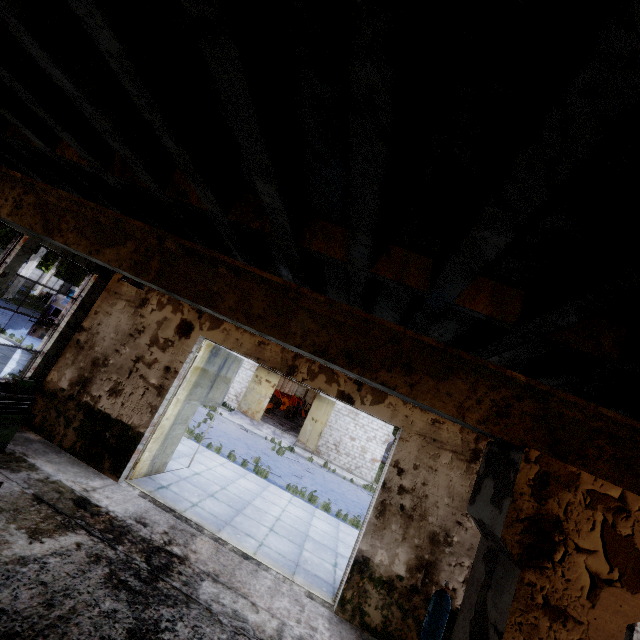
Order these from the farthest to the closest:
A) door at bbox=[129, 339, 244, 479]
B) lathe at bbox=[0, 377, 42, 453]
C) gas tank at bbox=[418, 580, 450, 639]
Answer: door at bbox=[129, 339, 244, 479] → lathe at bbox=[0, 377, 42, 453] → gas tank at bbox=[418, 580, 450, 639]

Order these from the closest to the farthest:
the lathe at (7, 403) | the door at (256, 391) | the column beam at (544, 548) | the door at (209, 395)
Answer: the column beam at (544, 548) → the lathe at (7, 403) → the door at (209, 395) → the door at (256, 391)

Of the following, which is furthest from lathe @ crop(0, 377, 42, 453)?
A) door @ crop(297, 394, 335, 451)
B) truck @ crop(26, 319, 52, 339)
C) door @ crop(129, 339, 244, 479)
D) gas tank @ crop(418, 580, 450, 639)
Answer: door @ crop(297, 394, 335, 451)

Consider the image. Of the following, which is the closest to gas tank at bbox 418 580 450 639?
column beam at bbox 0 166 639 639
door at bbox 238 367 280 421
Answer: column beam at bbox 0 166 639 639

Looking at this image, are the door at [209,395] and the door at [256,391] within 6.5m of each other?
no

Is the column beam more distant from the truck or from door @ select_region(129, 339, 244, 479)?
the truck

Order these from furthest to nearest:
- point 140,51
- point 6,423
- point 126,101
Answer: point 6,423
point 126,101
point 140,51

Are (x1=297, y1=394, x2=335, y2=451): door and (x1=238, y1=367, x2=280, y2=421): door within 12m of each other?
yes
